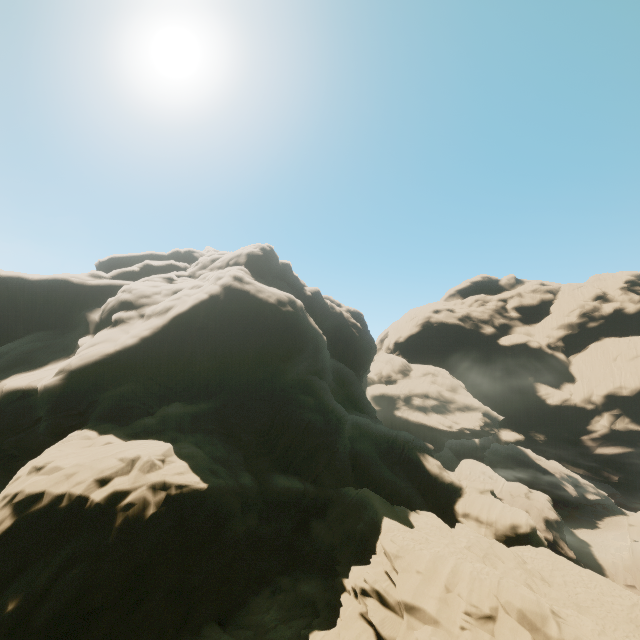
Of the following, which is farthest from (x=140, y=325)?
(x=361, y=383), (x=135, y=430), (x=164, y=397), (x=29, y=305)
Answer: (x=361, y=383)
